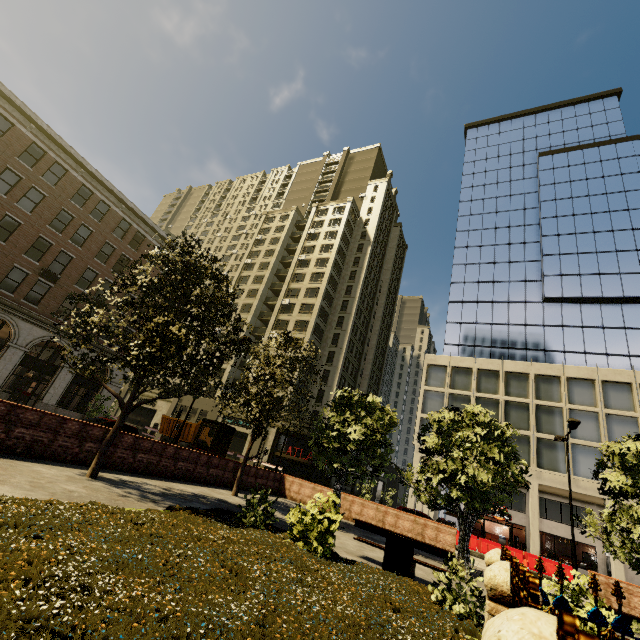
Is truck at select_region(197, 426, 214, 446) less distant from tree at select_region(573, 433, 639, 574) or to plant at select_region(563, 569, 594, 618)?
tree at select_region(573, 433, 639, 574)

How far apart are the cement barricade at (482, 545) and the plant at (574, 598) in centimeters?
2125cm

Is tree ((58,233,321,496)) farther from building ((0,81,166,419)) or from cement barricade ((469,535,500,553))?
cement barricade ((469,535,500,553))

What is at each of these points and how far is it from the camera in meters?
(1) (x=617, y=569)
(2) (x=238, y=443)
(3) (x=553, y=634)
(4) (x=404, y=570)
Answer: (1) building, 22.9 m
(2) building, 39.4 m
(3) fence, 0.8 m
(4) bench, 8.1 m

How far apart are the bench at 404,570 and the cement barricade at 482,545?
19.0m

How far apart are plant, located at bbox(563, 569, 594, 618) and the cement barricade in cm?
2125

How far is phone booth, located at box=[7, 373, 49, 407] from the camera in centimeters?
2386cm

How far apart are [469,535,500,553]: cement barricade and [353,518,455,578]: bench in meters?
19.0 m
